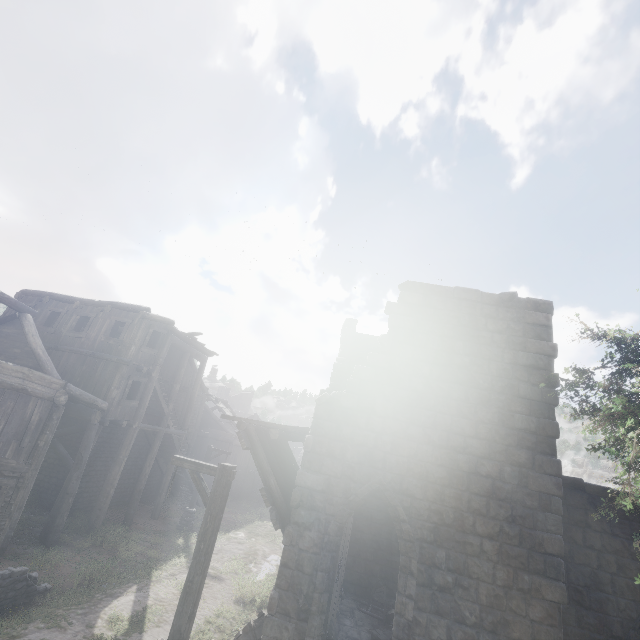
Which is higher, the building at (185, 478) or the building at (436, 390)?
the building at (436, 390)

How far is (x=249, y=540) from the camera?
19.6m

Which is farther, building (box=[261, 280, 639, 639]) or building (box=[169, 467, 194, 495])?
building (box=[169, 467, 194, 495])

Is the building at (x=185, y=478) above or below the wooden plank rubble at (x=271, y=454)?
below

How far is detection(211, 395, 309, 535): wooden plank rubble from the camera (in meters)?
8.08

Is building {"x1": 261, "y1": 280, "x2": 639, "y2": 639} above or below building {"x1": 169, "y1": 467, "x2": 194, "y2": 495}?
above

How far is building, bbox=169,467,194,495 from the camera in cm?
2233
